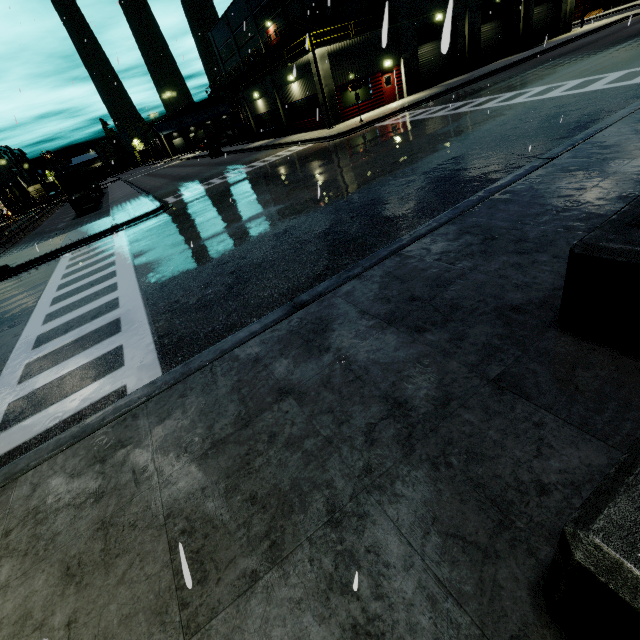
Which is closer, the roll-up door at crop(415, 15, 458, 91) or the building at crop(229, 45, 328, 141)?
the roll-up door at crop(415, 15, 458, 91)

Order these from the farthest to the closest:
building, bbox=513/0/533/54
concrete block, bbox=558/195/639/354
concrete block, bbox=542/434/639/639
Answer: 1. building, bbox=513/0/533/54
2. concrete block, bbox=558/195/639/354
3. concrete block, bbox=542/434/639/639

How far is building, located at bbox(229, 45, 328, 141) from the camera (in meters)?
25.05

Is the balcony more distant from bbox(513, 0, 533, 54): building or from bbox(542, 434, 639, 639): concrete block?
bbox(542, 434, 639, 639): concrete block

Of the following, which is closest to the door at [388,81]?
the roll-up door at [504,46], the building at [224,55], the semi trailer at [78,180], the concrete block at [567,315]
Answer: the building at [224,55]

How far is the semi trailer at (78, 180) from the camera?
32.6 meters

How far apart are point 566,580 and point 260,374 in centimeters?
291cm

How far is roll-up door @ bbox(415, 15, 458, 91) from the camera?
23.8 meters
